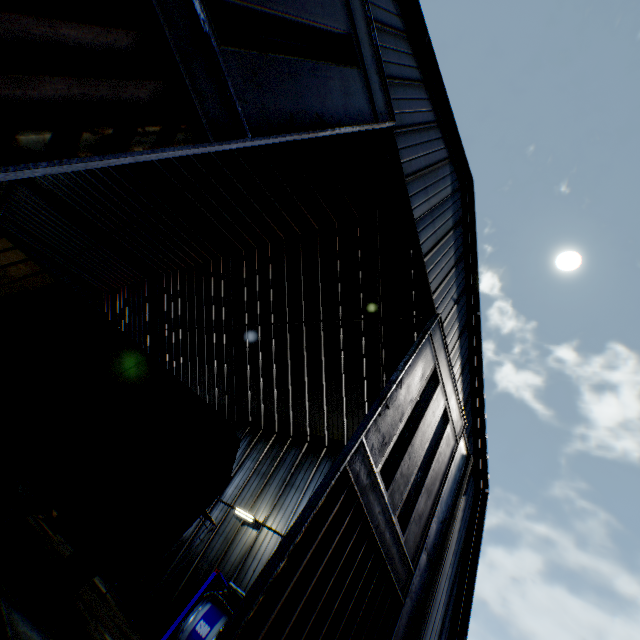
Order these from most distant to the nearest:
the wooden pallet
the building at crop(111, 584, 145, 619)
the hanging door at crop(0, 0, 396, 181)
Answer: the building at crop(111, 584, 145, 619), the wooden pallet, the hanging door at crop(0, 0, 396, 181)

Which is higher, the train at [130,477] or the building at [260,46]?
the building at [260,46]

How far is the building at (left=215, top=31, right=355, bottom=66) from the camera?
11.4 meters

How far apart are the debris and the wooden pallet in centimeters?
764cm

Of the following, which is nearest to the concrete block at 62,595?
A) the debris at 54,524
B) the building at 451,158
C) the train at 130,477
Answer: the train at 130,477

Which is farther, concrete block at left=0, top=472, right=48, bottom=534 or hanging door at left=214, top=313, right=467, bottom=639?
concrete block at left=0, top=472, right=48, bottom=534

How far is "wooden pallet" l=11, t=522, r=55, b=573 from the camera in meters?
7.4

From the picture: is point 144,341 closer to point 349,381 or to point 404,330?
point 349,381
